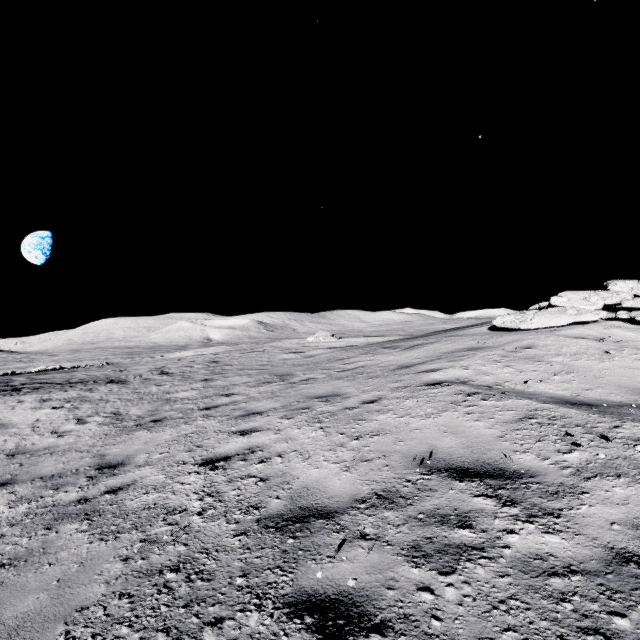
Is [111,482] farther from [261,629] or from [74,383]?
[74,383]
